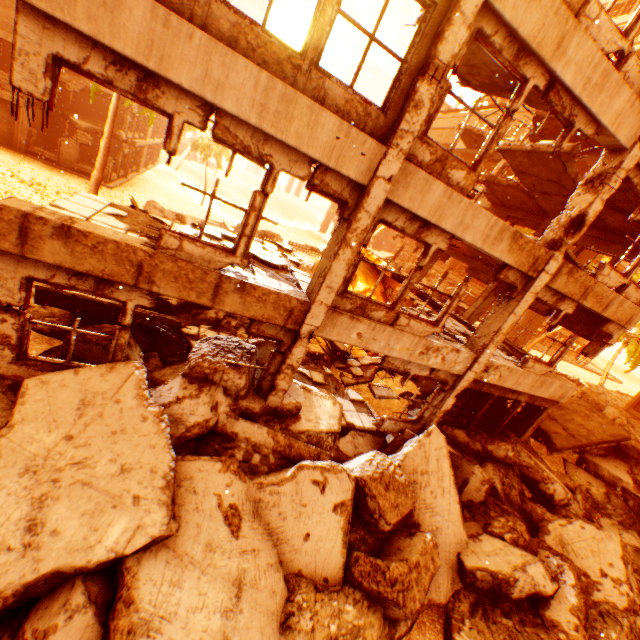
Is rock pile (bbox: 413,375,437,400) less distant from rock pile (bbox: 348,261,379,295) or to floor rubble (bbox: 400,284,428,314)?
rock pile (bbox: 348,261,379,295)

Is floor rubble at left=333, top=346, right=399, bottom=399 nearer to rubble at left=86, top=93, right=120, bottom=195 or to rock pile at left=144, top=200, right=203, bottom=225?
rock pile at left=144, top=200, right=203, bottom=225

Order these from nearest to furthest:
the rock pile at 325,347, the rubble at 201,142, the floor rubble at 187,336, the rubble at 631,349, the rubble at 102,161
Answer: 1. the floor rubble at 187,336
2. the rock pile at 325,347
3. the rubble at 102,161
4. the rubble at 631,349
5. the rubble at 201,142

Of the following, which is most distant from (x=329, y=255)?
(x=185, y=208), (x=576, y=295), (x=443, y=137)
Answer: (x=443, y=137)

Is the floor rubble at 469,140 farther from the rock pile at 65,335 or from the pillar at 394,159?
the pillar at 394,159

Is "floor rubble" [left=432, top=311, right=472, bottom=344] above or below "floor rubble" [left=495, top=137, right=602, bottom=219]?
below

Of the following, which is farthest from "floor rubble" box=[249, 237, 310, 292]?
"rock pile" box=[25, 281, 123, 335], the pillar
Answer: "rock pile" box=[25, 281, 123, 335]

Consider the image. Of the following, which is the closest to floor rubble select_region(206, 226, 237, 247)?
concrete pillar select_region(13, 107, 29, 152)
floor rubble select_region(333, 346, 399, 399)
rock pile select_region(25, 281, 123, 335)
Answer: rock pile select_region(25, 281, 123, 335)
